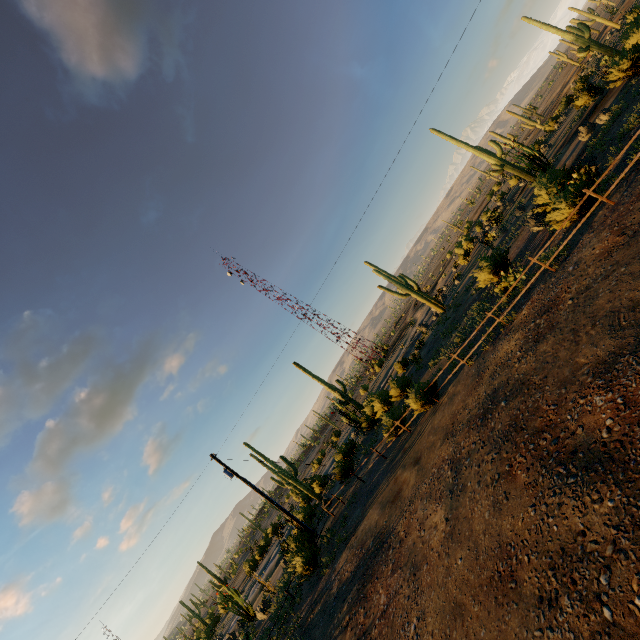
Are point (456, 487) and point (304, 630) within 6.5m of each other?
no

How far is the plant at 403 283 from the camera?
31.3m

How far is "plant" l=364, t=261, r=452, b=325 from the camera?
31.3 meters
